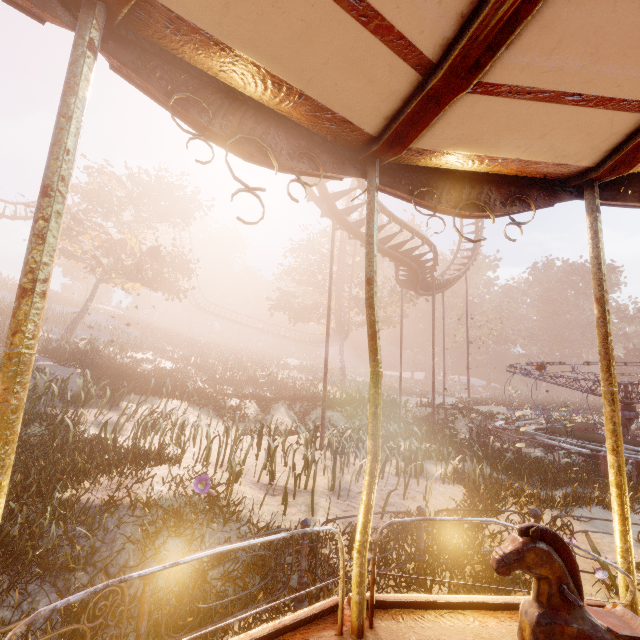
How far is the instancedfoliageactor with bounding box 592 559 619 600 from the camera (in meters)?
4.81

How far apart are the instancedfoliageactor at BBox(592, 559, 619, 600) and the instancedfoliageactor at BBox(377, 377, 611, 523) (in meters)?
10.40

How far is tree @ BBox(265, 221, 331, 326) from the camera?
31.4m

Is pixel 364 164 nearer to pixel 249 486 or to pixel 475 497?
pixel 249 486

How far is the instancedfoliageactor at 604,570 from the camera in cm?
481

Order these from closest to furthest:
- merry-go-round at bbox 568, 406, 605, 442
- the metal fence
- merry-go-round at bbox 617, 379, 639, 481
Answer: the metal fence
merry-go-round at bbox 617, 379, 639, 481
merry-go-round at bbox 568, 406, 605, 442

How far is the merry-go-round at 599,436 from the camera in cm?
1265

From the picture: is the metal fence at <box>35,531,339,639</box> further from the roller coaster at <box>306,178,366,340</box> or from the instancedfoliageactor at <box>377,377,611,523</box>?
the instancedfoliageactor at <box>377,377,611,523</box>
